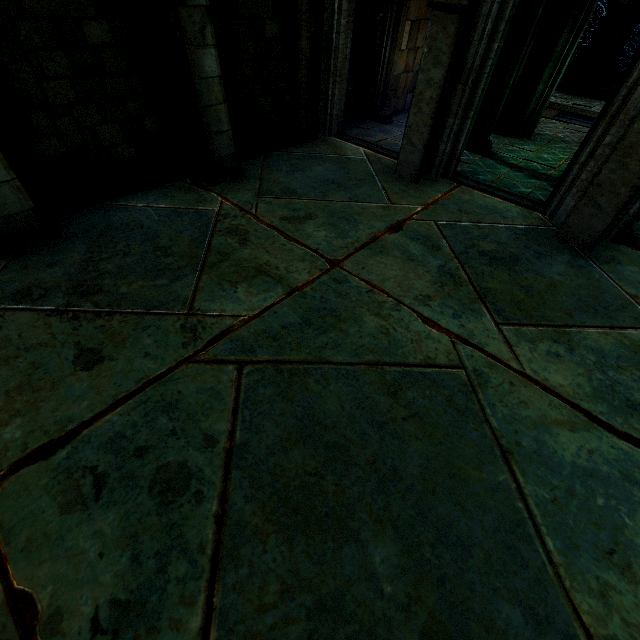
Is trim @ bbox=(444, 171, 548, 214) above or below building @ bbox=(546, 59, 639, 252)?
below

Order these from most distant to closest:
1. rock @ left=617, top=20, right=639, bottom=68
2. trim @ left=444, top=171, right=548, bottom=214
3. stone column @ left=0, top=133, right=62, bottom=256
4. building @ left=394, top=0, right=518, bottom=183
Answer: rock @ left=617, top=20, right=639, bottom=68
trim @ left=444, top=171, right=548, bottom=214
building @ left=394, top=0, right=518, bottom=183
stone column @ left=0, top=133, right=62, bottom=256

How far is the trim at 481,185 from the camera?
6.1m

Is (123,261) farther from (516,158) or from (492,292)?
(516,158)

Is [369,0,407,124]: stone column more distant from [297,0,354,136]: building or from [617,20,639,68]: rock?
[617,20,639,68]: rock

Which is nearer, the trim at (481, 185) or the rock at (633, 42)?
the trim at (481, 185)
